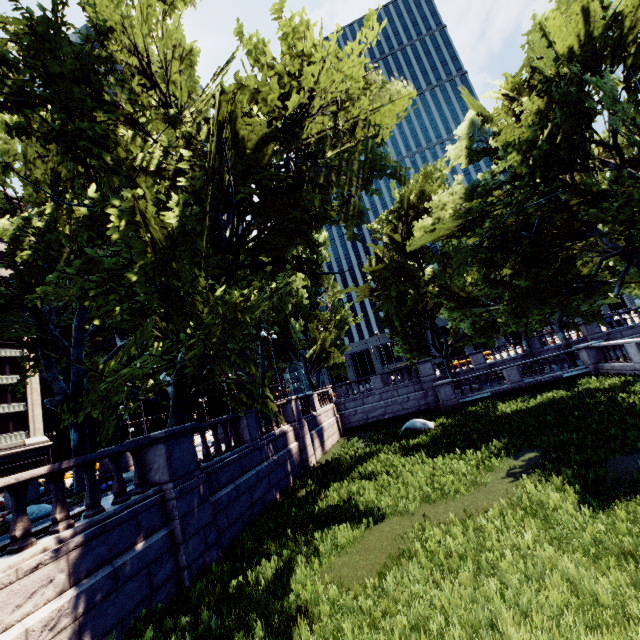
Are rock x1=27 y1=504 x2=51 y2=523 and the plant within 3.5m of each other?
yes

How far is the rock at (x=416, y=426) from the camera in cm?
1959

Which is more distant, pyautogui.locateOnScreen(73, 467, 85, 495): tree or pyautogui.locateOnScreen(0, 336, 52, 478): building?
pyautogui.locateOnScreen(0, 336, 52, 478): building

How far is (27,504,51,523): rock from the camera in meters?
13.1

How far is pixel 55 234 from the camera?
12.2 meters

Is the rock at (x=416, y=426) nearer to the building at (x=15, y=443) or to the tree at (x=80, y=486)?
the tree at (x=80, y=486)

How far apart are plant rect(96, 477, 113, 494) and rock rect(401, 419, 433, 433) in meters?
16.3

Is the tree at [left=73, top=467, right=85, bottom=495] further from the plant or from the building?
the building
